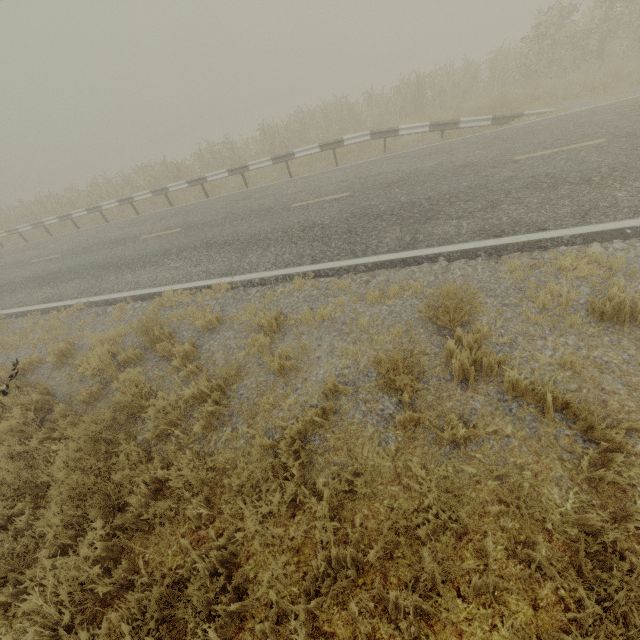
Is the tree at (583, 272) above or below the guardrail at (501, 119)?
below

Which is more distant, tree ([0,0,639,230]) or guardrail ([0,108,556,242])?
tree ([0,0,639,230])

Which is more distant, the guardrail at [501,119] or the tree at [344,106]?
the tree at [344,106]

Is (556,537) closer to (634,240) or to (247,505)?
(247,505)

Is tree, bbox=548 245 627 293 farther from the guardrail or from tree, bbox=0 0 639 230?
the guardrail

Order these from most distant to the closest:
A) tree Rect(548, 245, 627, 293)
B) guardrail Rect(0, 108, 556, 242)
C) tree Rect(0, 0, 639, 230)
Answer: tree Rect(0, 0, 639, 230)
guardrail Rect(0, 108, 556, 242)
tree Rect(548, 245, 627, 293)

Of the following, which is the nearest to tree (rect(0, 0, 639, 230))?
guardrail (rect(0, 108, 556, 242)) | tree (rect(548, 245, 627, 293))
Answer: tree (rect(548, 245, 627, 293))
